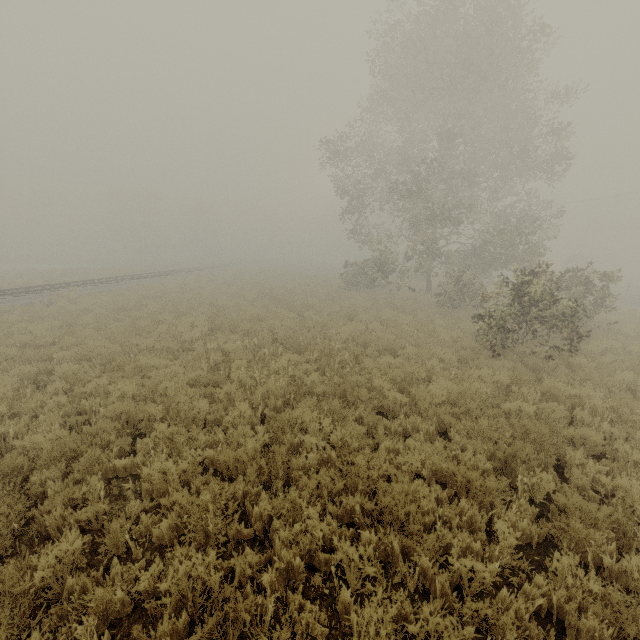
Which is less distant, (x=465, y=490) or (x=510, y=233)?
(x=465, y=490)
